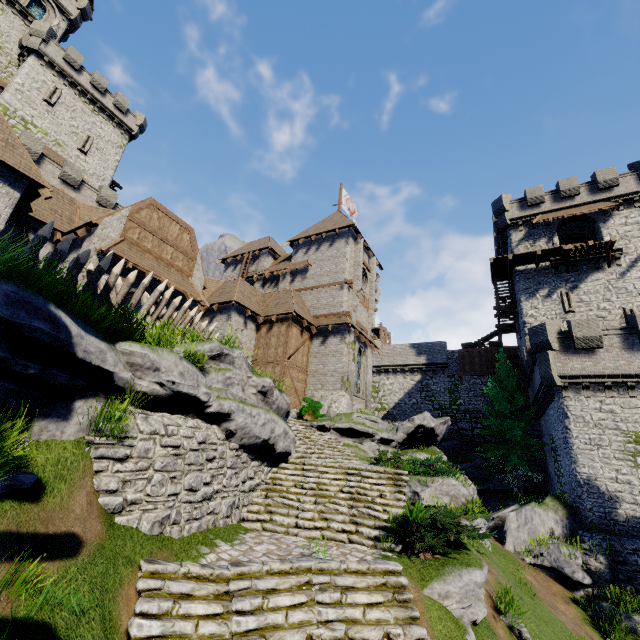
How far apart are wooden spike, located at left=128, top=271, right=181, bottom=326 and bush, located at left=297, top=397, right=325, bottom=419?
10.88m

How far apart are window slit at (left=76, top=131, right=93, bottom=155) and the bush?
35.0 meters

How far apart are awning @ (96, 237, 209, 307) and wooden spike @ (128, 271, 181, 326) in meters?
5.1 m

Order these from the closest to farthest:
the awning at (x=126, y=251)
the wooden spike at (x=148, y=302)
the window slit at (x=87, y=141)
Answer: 1. the wooden spike at (x=148, y=302)
2. the awning at (x=126, y=251)
3. the window slit at (x=87, y=141)

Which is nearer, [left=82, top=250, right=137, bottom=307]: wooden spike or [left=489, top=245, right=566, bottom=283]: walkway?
[left=82, top=250, right=137, bottom=307]: wooden spike

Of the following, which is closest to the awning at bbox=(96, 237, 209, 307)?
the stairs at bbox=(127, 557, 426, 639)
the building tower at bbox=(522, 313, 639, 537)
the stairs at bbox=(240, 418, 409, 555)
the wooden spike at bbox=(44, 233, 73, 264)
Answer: the wooden spike at bbox=(44, 233, 73, 264)

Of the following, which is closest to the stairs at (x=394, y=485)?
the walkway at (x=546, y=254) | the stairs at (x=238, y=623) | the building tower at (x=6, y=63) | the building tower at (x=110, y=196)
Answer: the stairs at (x=238, y=623)

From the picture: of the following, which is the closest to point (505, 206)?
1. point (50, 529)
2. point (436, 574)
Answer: point (436, 574)
